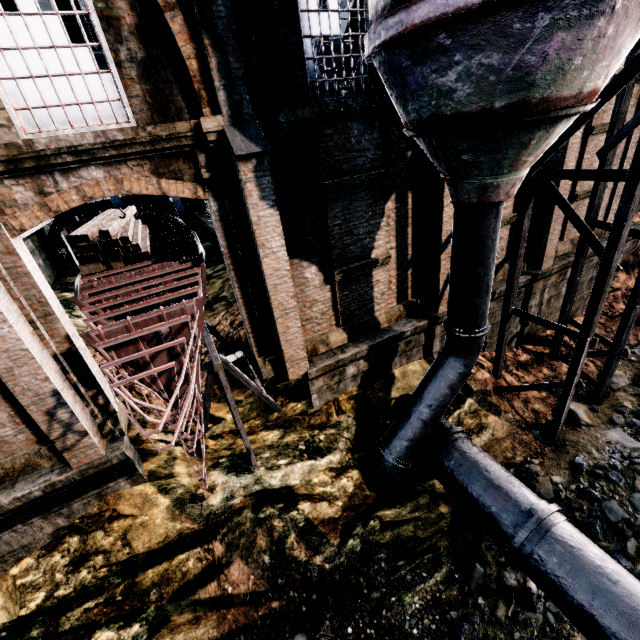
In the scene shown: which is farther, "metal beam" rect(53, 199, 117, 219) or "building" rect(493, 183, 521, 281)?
"metal beam" rect(53, 199, 117, 219)

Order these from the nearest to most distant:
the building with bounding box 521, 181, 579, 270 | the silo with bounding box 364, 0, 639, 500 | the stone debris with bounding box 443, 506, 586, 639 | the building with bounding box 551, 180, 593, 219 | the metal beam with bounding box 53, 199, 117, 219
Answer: the silo with bounding box 364, 0, 639, 500 < the stone debris with bounding box 443, 506, 586, 639 < the building with bounding box 551, 180, 593, 219 < the building with bounding box 521, 181, 579, 270 < the metal beam with bounding box 53, 199, 117, 219

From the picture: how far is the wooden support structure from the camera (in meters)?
9.30

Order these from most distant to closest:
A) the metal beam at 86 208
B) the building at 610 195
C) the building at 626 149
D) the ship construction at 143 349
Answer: the metal beam at 86 208 < the building at 610 195 < the building at 626 149 < the ship construction at 143 349

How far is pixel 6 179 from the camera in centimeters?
613cm

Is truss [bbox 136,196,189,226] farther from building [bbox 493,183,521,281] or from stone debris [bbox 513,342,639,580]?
stone debris [bbox 513,342,639,580]

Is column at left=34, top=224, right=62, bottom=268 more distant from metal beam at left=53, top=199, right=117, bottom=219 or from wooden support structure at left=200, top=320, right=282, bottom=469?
wooden support structure at left=200, top=320, right=282, bottom=469

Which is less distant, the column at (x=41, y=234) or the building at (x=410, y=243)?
the building at (x=410, y=243)
